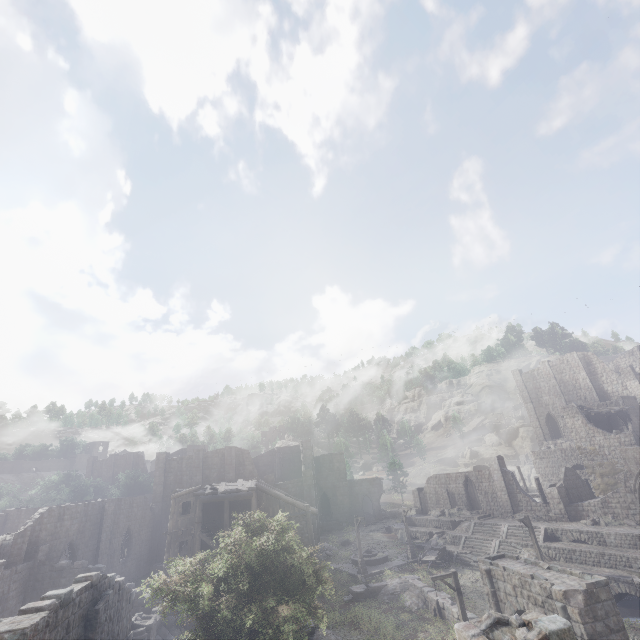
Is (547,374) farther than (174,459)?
Yes

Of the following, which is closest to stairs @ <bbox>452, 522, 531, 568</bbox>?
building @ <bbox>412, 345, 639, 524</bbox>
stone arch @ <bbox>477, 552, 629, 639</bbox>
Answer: building @ <bbox>412, 345, 639, 524</bbox>

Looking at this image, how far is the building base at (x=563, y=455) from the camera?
44.3m

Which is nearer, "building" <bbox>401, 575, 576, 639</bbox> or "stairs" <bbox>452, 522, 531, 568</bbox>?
"building" <bbox>401, 575, 576, 639</bbox>

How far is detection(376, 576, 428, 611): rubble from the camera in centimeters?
2409cm

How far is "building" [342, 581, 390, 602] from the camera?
25.9 meters

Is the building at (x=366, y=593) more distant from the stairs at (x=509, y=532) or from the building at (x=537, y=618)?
the stairs at (x=509, y=532)

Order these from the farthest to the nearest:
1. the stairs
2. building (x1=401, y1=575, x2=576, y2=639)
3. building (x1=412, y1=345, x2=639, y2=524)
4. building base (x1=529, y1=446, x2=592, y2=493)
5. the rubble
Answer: building base (x1=529, y1=446, x2=592, y2=493) < building (x1=412, y1=345, x2=639, y2=524) < the stairs < the rubble < building (x1=401, y1=575, x2=576, y2=639)
